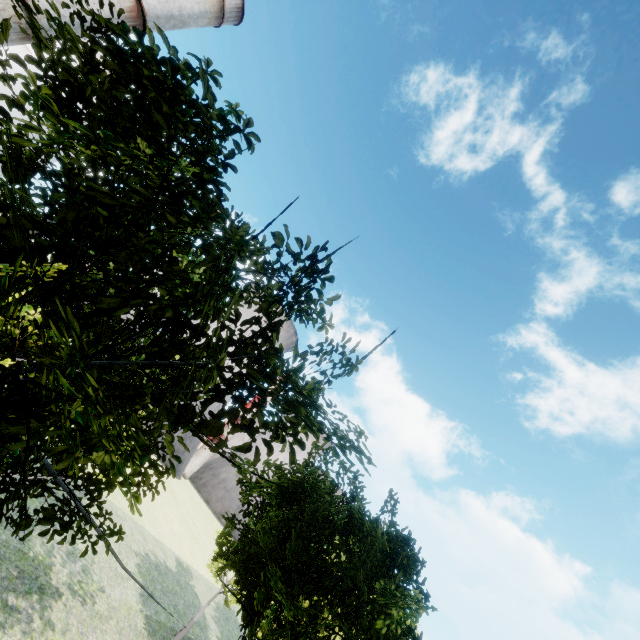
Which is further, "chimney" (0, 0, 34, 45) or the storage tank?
the storage tank

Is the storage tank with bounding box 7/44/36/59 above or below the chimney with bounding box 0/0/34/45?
above

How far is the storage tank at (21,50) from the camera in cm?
5397

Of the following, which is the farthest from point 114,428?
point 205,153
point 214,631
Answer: point 214,631

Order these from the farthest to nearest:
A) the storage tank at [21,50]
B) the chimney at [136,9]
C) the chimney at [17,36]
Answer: the storage tank at [21,50]
the chimney at [136,9]
the chimney at [17,36]

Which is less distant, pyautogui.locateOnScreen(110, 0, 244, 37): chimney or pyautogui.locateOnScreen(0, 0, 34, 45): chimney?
pyautogui.locateOnScreen(0, 0, 34, 45): chimney

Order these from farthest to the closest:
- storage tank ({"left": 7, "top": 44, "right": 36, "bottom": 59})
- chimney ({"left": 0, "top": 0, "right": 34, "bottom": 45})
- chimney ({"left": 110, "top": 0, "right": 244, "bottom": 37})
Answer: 1. storage tank ({"left": 7, "top": 44, "right": 36, "bottom": 59})
2. chimney ({"left": 110, "top": 0, "right": 244, "bottom": 37})
3. chimney ({"left": 0, "top": 0, "right": 34, "bottom": 45})
